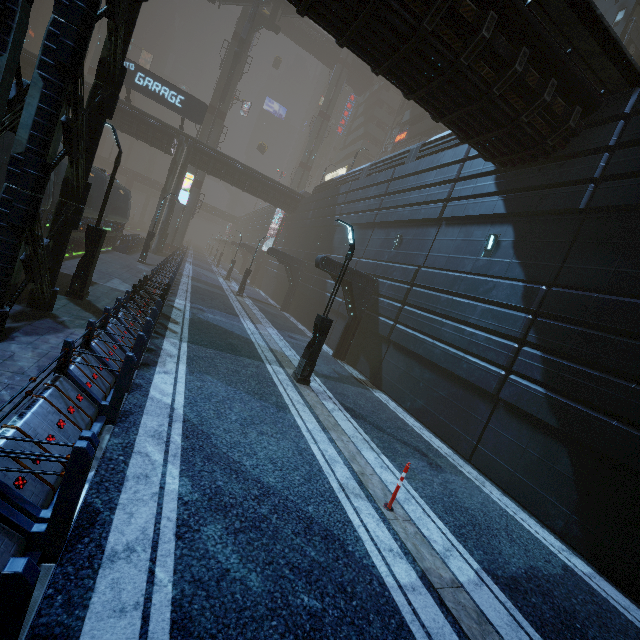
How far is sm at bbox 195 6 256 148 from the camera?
39.0 meters

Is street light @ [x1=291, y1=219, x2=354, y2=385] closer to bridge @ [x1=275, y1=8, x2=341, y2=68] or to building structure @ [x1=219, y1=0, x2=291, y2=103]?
building structure @ [x1=219, y1=0, x2=291, y2=103]

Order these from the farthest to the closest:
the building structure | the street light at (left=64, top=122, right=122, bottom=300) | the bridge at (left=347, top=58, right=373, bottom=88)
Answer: the bridge at (left=347, top=58, right=373, bottom=88) < the building structure < the street light at (left=64, top=122, right=122, bottom=300)

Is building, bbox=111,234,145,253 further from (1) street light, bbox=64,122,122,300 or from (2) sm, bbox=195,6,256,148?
(1) street light, bbox=64,122,122,300

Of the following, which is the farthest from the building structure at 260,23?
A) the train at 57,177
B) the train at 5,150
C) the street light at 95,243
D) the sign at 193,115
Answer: the street light at 95,243

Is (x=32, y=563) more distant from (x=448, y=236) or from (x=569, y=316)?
(x=448, y=236)

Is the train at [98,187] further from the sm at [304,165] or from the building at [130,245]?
the sm at [304,165]

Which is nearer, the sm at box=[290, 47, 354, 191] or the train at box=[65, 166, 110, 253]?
the train at box=[65, 166, 110, 253]
